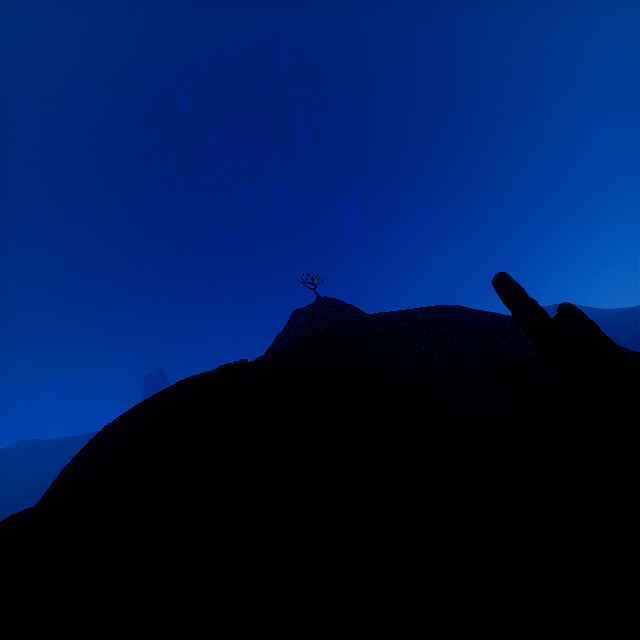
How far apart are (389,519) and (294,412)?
2.31m
